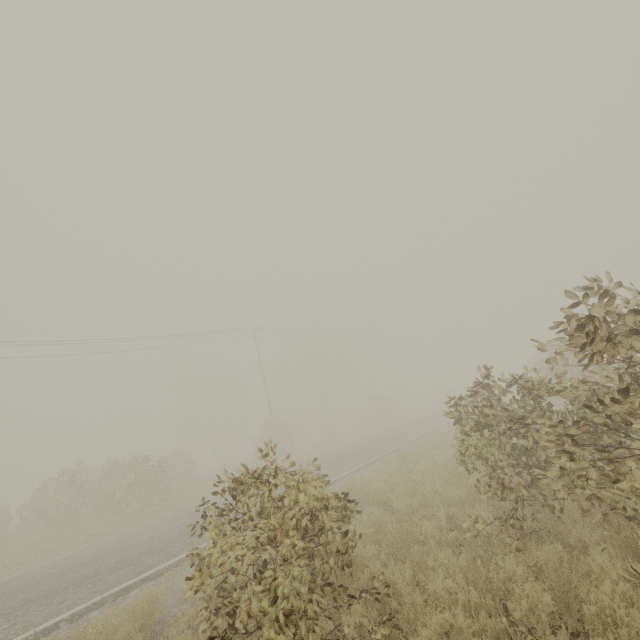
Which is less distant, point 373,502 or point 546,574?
point 546,574

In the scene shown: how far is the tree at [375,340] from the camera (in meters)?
50.91

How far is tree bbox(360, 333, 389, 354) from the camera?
50.9m
